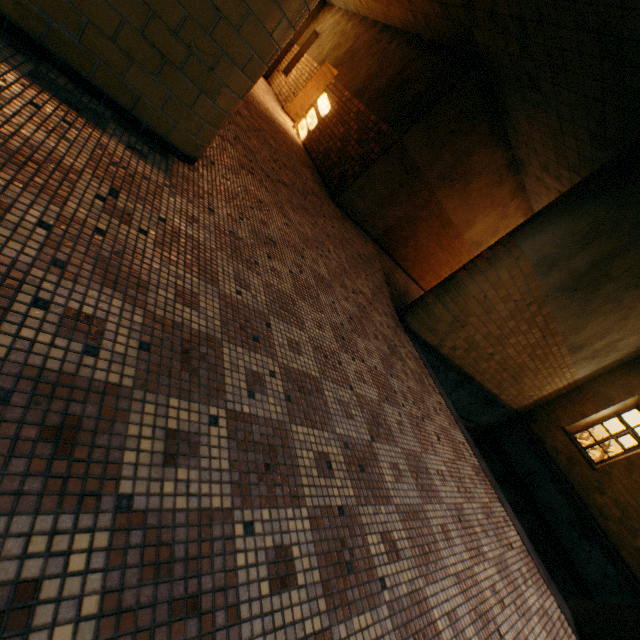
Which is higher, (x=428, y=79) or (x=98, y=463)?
(x=428, y=79)
